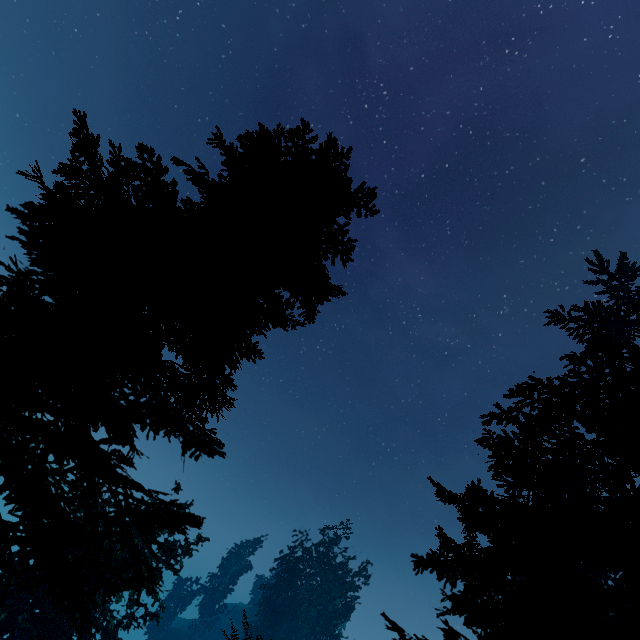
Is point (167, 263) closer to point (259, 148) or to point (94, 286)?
point (94, 286)

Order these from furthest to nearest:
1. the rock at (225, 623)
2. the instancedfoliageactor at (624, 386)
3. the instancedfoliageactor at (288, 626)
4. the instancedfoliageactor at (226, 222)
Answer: the rock at (225, 623) → the instancedfoliageactor at (288, 626) → the instancedfoliageactor at (624, 386) → the instancedfoliageactor at (226, 222)

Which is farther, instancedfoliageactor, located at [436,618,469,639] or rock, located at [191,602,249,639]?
rock, located at [191,602,249,639]

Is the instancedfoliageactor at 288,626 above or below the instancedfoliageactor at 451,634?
above

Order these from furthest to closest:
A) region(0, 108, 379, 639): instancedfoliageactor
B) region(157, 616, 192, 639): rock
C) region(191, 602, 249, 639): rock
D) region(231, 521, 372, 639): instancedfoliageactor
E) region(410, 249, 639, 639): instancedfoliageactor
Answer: region(191, 602, 249, 639): rock
region(157, 616, 192, 639): rock
region(231, 521, 372, 639): instancedfoliageactor
region(410, 249, 639, 639): instancedfoliageactor
region(0, 108, 379, 639): instancedfoliageactor

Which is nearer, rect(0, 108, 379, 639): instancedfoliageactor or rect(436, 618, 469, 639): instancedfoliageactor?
rect(0, 108, 379, 639): instancedfoliageactor
